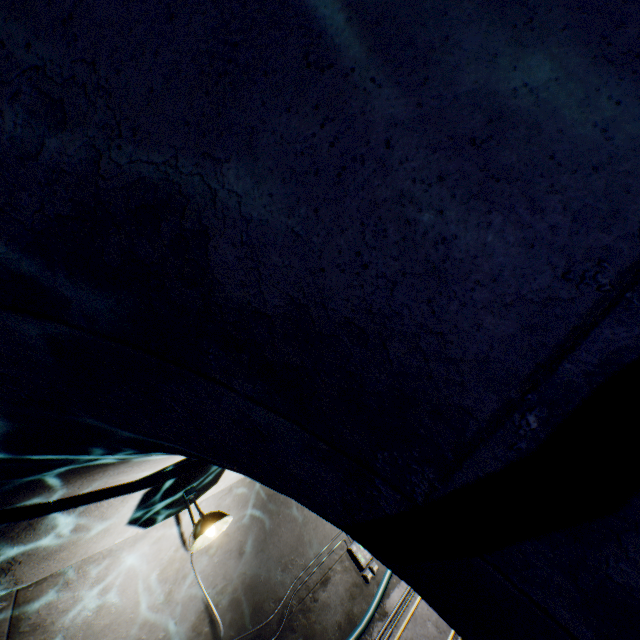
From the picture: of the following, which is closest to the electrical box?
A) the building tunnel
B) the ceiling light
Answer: the building tunnel

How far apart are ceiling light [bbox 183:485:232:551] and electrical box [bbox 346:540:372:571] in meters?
3.3 m

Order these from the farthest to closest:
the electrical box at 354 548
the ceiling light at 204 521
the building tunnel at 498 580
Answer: the electrical box at 354 548 → the ceiling light at 204 521 → the building tunnel at 498 580

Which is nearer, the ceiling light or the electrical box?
the ceiling light

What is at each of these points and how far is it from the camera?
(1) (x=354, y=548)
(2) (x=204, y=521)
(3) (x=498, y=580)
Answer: (1) electrical box, 5.7 meters
(2) ceiling light, 3.1 meters
(3) building tunnel, 0.6 meters

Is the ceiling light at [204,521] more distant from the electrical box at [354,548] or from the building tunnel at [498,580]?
the electrical box at [354,548]

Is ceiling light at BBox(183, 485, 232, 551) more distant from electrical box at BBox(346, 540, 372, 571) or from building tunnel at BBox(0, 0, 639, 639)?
electrical box at BBox(346, 540, 372, 571)
